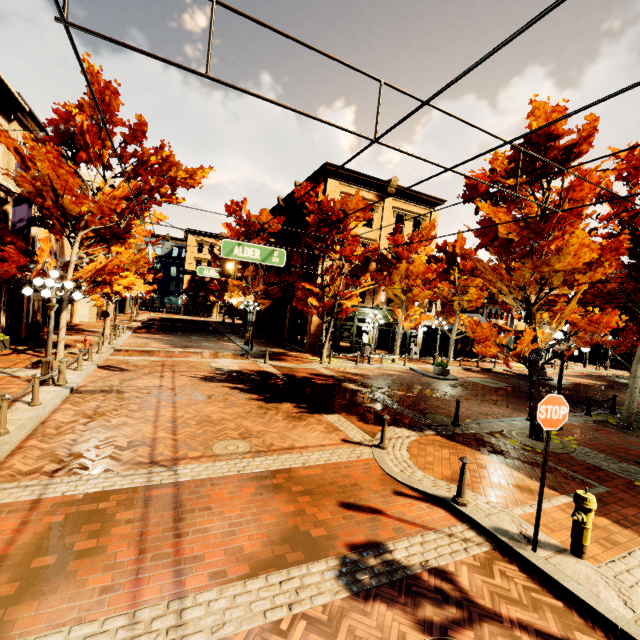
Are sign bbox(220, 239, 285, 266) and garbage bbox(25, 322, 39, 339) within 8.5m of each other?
no

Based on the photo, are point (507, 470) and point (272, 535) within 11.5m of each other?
yes

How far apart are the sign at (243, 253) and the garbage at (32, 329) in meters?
16.8 m

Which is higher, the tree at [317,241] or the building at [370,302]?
the tree at [317,241]

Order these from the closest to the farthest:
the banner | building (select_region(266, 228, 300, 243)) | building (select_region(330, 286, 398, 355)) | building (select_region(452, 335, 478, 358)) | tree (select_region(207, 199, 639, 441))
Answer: tree (select_region(207, 199, 639, 441)) → the banner → building (select_region(330, 286, 398, 355)) → building (select_region(266, 228, 300, 243)) → building (select_region(452, 335, 478, 358))

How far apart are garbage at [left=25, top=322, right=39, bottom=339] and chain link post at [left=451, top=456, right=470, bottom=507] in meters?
22.2

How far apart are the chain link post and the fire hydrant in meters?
1.5

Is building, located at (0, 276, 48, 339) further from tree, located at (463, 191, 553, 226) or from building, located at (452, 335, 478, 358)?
building, located at (452, 335, 478, 358)
